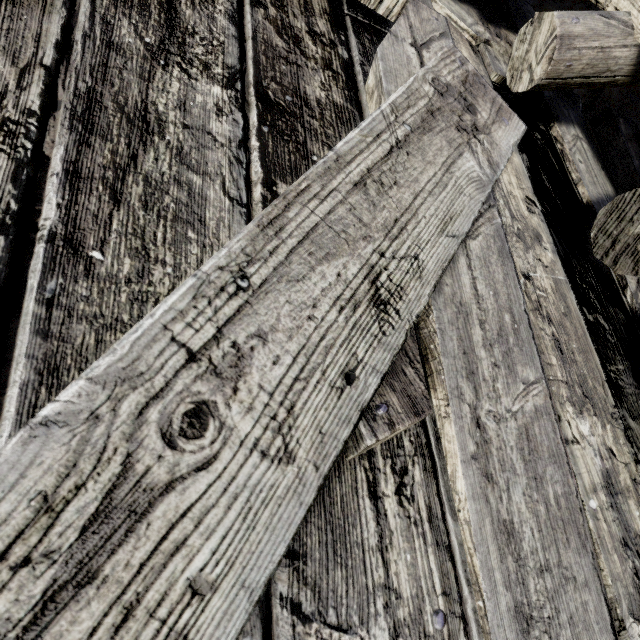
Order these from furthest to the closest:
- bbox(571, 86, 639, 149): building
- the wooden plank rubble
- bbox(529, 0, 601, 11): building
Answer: bbox(571, 86, 639, 149): building → bbox(529, 0, 601, 11): building → the wooden plank rubble

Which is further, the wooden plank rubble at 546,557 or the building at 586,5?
the building at 586,5

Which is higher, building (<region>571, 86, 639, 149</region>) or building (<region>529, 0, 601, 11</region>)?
building (<region>529, 0, 601, 11</region>)

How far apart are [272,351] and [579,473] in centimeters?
139cm

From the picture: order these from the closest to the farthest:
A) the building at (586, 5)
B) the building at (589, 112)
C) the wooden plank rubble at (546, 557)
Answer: the wooden plank rubble at (546, 557) → the building at (586, 5) → the building at (589, 112)

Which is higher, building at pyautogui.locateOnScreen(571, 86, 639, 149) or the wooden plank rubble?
the wooden plank rubble

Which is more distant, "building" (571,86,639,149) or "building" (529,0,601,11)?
"building" (571,86,639,149)

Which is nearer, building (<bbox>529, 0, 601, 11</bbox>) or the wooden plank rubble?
the wooden plank rubble
